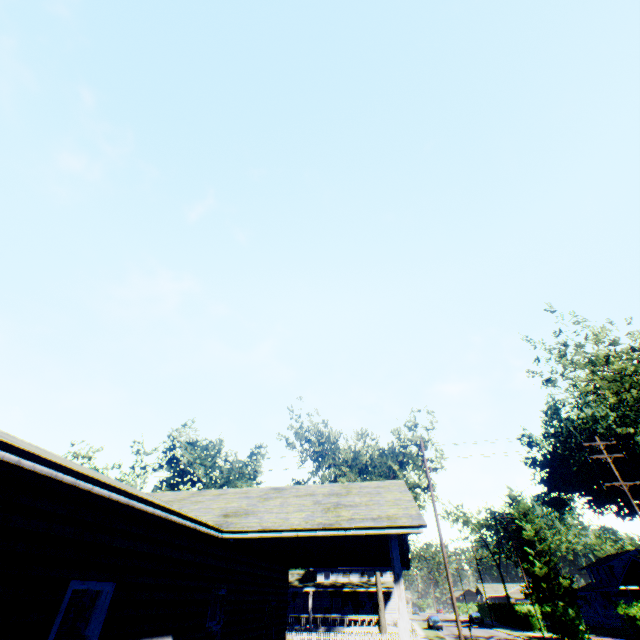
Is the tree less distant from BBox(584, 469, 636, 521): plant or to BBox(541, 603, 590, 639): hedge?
BBox(541, 603, 590, 639): hedge

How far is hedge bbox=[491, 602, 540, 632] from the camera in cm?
4359

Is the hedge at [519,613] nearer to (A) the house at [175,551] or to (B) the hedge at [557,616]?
(B) the hedge at [557,616]

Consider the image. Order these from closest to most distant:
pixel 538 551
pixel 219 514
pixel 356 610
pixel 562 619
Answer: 1. pixel 219 514
2. pixel 562 619
3. pixel 356 610
4. pixel 538 551

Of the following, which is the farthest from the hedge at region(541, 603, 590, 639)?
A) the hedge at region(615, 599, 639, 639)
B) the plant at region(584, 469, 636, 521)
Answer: the plant at region(584, 469, 636, 521)

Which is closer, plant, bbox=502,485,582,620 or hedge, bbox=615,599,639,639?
hedge, bbox=615,599,639,639

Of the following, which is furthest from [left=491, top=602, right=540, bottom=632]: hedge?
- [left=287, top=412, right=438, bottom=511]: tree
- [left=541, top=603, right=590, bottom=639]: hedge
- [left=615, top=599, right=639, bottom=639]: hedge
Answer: [left=287, top=412, right=438, bottom=511]: tree

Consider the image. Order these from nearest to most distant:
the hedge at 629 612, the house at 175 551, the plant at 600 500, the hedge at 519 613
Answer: the house at 175 551
the hedge at 629 612
the hedge at 519 613
the plant at 600 500
